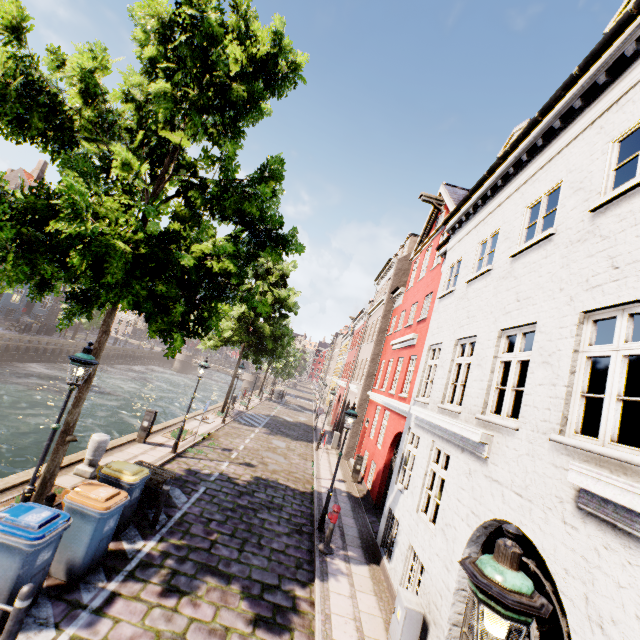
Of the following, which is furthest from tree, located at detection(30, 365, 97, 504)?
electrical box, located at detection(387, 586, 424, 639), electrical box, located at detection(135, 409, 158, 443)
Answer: electrical box, located at detection(387, 586, 424, 639)

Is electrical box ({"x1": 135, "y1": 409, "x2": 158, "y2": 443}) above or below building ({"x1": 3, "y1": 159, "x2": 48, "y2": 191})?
below

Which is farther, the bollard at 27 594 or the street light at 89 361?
the street light at 89 361

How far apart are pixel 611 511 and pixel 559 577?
1.1 meters

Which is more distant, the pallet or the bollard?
the pallet

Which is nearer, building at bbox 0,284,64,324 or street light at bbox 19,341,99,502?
street light at bbox 19,341,99,502

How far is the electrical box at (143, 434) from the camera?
12.6 meters

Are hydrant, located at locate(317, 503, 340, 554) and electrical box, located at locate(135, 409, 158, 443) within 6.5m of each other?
no
